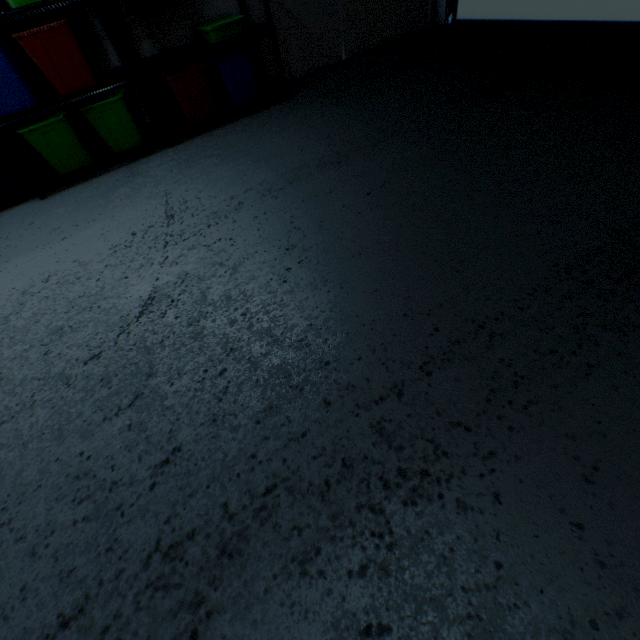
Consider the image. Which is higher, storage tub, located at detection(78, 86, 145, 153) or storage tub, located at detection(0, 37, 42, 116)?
storage tub, located at detection(0, 37, 42, 116)

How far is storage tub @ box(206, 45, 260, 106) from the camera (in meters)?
2.80

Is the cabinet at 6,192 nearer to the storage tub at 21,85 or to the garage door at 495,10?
the storage tub at 21,85

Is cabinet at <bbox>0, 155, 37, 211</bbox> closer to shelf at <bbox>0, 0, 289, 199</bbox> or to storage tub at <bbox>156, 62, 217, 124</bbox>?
shelf at <bbox>0, 0, 289, 199</bbox>

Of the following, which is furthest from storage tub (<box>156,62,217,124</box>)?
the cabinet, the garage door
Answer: the garage door

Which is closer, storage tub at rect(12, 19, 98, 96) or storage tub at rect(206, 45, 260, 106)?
storage tub at rect(12, 19, 98, 96)

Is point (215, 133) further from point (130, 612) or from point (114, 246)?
point (130, 612)

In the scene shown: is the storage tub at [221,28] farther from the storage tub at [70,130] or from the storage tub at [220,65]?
the storage tub at [70,130]
